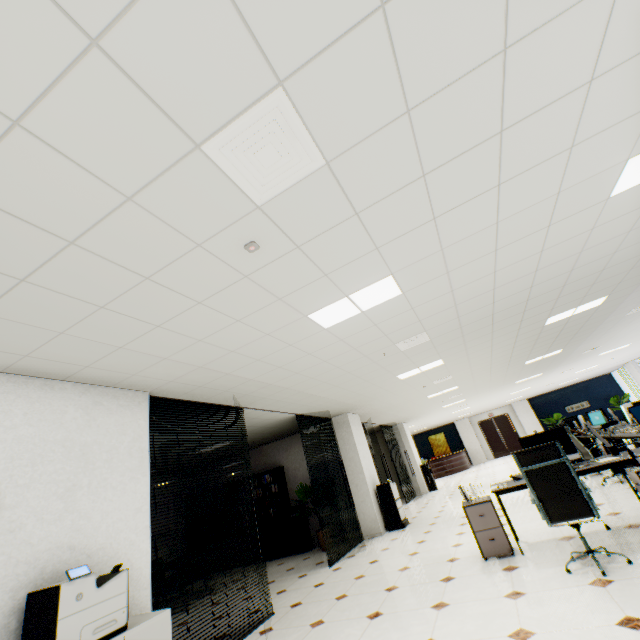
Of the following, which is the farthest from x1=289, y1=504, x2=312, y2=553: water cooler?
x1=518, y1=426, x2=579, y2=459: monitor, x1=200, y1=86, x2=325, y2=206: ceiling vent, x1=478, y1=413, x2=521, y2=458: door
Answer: x1=478, y1=413, x2=521, y2=458: door

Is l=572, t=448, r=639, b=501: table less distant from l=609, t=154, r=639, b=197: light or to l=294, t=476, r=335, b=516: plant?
l=609, t=154, r=639, b=197: light

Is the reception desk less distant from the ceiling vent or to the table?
the table

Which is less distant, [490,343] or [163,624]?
[163,624]

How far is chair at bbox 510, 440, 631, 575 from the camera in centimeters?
323cm

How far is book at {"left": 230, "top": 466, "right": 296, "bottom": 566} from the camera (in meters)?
8.78

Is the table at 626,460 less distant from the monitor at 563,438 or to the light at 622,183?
the monitor at 563,438

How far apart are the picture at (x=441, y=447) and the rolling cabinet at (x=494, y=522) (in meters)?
20.86
